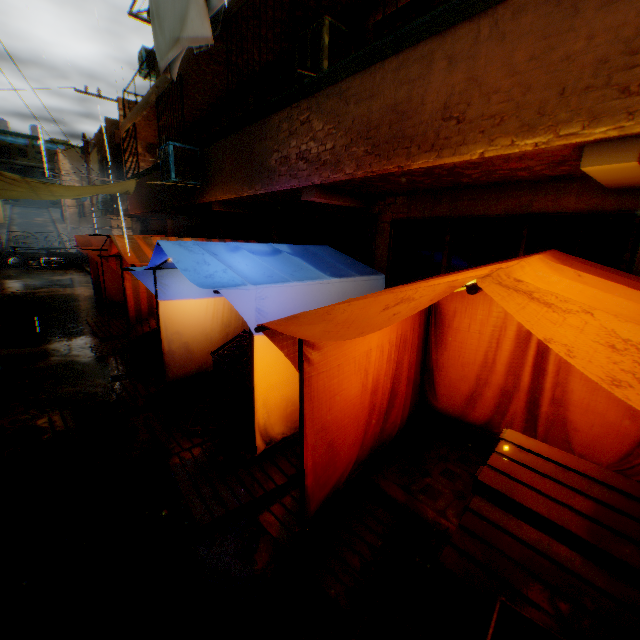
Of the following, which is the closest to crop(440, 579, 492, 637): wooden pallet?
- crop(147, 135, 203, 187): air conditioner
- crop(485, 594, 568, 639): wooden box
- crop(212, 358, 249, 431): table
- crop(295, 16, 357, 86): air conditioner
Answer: crop(212, 358, 249, 431): table

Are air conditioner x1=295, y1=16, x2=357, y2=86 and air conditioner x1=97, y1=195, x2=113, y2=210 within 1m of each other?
no

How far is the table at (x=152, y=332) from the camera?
6.5m

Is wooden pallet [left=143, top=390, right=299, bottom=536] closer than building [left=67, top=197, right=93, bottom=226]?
Yes

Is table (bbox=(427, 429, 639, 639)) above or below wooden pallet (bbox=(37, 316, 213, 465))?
above

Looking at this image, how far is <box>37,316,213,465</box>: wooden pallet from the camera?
4.2m

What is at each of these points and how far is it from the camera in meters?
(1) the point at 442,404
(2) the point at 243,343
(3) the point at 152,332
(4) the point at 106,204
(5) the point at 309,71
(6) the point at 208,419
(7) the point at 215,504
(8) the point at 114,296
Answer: (1) tent, 4.7
(2) apples, 4.6
(3) table, 7.1
(4) air conditioner, 19.7
(5) air conditioner, 5.5
(6) apples, 4.5
(7) wooden pallet, 3.3
(8) tent, 12.1

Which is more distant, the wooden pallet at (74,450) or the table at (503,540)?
the wooden pallet at (74,450)
